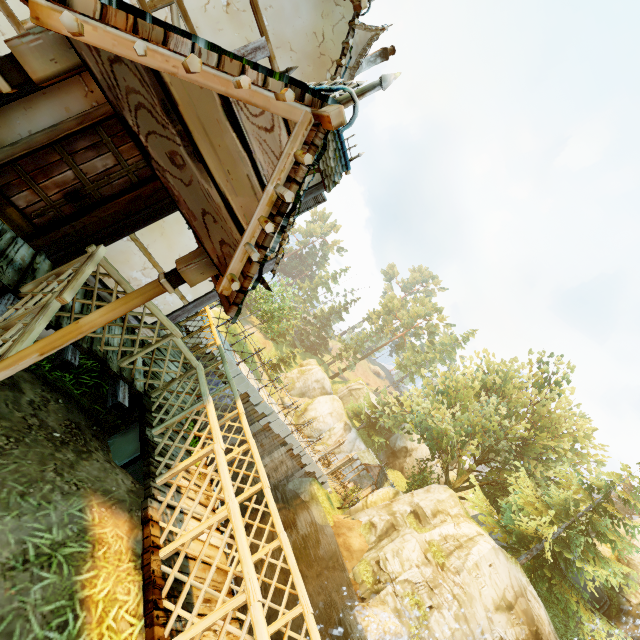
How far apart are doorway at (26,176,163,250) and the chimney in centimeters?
1536cm

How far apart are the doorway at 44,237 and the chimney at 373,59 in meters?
15.4

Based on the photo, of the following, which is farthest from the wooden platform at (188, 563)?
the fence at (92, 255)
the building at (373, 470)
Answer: the building at (373, 470)

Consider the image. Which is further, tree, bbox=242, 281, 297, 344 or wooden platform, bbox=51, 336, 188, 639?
tree, bbox=242, 281, 297, 344

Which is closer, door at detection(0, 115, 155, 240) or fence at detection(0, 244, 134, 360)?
fence at detection(0, 244, 134, 360)

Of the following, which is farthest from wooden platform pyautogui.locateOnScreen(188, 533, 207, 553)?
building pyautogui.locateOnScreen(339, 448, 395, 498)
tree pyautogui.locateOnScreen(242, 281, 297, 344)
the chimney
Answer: building pyautogui.locateOnScreen(339, 448, 395, 498)

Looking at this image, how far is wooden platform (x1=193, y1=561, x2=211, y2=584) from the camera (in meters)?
4.04

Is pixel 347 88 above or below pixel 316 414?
above
